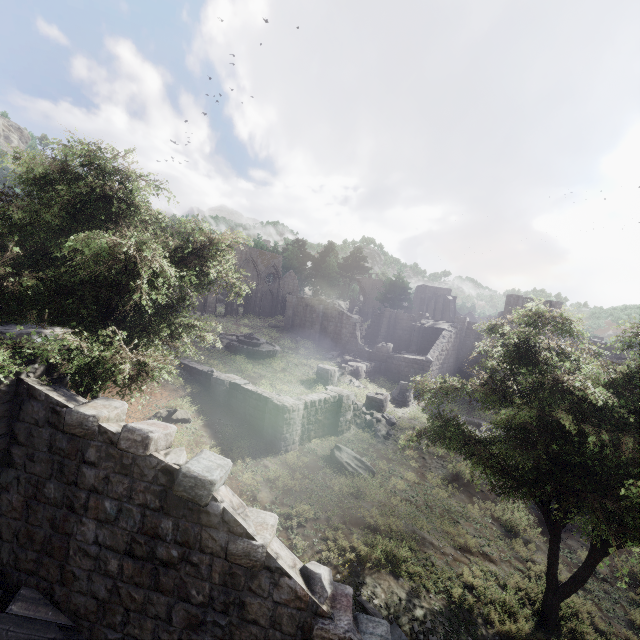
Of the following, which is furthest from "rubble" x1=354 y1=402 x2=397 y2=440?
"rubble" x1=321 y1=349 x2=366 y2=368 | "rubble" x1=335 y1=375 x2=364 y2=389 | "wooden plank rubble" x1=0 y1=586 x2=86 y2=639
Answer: "wooden plank rubble" x1=0 y1=586 x2=86 y2=639

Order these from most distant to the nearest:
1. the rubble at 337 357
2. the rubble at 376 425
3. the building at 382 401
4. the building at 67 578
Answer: the rubble at 337 357, the building at 382 401, the rubble at 376 425, the building at 67 578

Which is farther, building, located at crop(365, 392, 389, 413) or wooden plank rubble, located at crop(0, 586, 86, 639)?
building, located at crop(365, 392, 389, 413)

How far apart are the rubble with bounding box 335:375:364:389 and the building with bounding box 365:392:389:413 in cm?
257

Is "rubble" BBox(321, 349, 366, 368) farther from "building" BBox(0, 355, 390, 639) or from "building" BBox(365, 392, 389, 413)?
"building" BBox(0, 355, 390, 639)

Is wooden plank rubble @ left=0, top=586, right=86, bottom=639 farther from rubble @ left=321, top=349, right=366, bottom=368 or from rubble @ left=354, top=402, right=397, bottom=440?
rubble @ left=321, top=349, right=366, bottom=368

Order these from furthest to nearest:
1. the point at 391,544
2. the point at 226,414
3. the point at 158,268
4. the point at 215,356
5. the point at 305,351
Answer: the point at 305,351 → the point at 215,356 → the point at 226,414 → the point at 391,544 → the point at 158,268

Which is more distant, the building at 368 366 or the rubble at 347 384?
the rubble at 347 384
